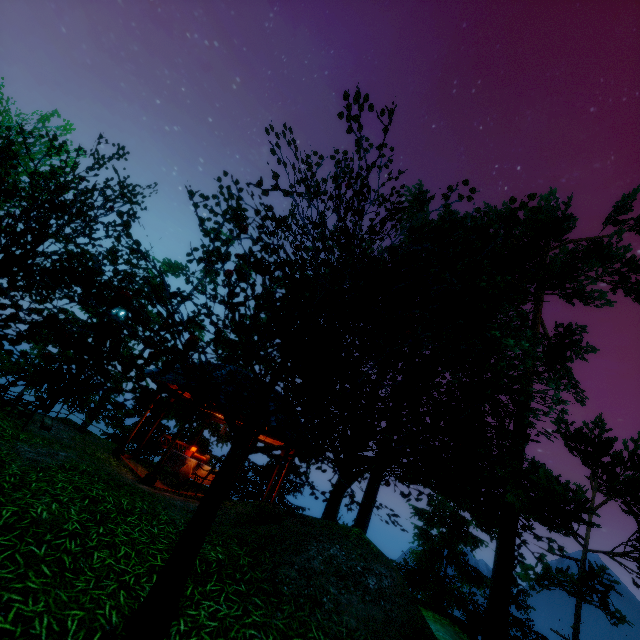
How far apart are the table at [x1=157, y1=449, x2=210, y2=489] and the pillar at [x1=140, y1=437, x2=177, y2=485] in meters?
1.4

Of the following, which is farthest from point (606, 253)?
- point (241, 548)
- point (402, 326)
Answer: point (241, 548)

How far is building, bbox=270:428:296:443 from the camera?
10.23m

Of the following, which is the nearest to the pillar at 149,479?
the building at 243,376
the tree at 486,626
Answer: the building at 243,376

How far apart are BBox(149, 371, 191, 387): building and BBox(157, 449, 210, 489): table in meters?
2.6 m

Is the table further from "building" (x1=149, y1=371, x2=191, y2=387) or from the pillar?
"building" (x1=149, y1=371, x2=191, y2=387)

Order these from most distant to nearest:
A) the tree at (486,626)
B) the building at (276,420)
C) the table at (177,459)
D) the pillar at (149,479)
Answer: the table at (177,459) < the building at (276,420) < the pillar at (149,479) < the tree at (486,626)
